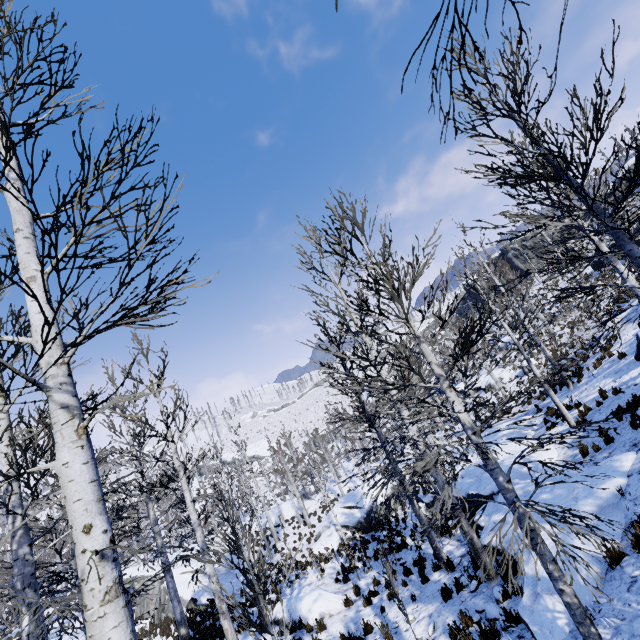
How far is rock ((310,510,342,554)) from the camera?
20.06m

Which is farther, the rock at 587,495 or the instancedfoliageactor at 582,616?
the rock at 587,495

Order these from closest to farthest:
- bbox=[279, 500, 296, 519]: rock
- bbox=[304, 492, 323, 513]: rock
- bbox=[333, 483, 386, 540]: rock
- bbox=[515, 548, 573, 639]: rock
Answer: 1. bbox=[515, 548, 573, 639]: rock
2. bbox=[333, 483, 386, 540]: rock
3. bbox=[304, 492, 323, 513]: rock
4. bbox=[279, 500, 296, 519]: rock

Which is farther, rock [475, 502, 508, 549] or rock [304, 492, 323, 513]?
rock [304, 492, 323, 513]

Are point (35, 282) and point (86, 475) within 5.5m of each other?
yes

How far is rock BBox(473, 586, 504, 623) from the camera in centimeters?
685cm

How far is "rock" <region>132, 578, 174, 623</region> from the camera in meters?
19.6

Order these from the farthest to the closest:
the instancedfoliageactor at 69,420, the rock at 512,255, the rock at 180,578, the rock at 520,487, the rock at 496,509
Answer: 1. the rock at 512,255
2. the rock at 180,578
3. the rock at 520,487
4. the rock at 496,509
5. the instancedfoliageactor at 69,420
